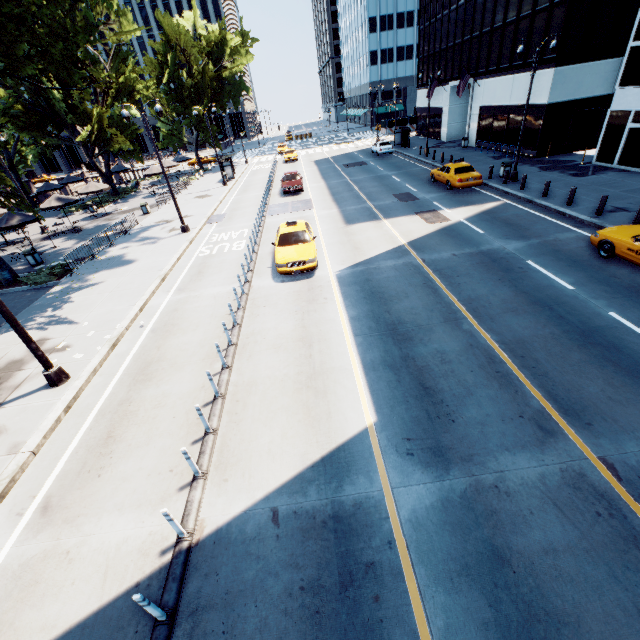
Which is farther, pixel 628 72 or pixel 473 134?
pixel 473 134

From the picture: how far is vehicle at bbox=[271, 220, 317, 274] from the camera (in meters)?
13.62

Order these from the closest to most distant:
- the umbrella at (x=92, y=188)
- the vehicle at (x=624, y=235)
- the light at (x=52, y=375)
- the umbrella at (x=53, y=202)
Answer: the light at (x=52, y=375) → the vehicle at (x=624, y=235) → the umbrella at (x=53, y=202) → the umbrella at (x=92, y=188)

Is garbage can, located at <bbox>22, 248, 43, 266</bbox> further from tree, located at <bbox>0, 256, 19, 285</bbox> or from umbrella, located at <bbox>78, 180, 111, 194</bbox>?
umbrella, located at <bbox>78, 180, 111, 194</bbox>

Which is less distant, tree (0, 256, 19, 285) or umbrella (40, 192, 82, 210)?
tree (0, 256, 19, 285)

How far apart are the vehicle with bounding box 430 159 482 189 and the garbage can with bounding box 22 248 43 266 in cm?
2733

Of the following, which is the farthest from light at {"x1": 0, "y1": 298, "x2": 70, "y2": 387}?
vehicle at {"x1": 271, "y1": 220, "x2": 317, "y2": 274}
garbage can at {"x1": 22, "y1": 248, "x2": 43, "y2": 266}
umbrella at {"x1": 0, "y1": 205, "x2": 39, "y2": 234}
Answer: umbrella at {"x1": 0, "y1": 205, "x2": 39, "y2": 234}

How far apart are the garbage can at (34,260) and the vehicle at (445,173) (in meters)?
27.33
